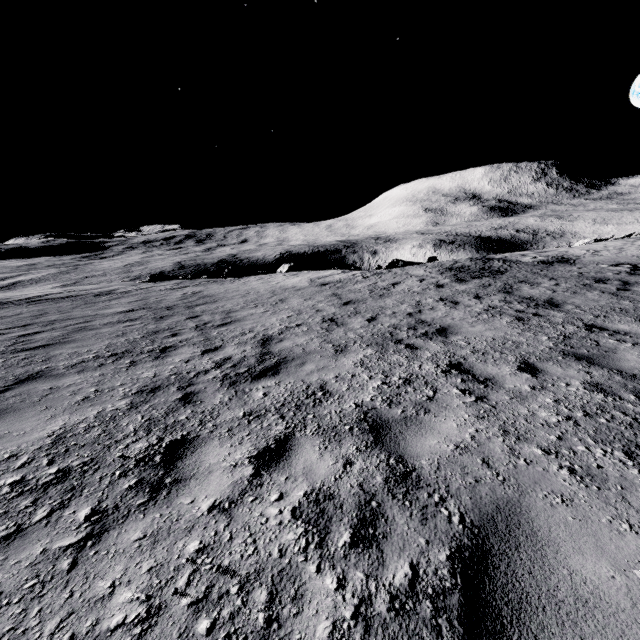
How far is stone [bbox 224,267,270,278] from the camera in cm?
2381

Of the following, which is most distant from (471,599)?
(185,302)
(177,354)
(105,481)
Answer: (185,302)

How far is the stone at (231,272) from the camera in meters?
23.8 m
